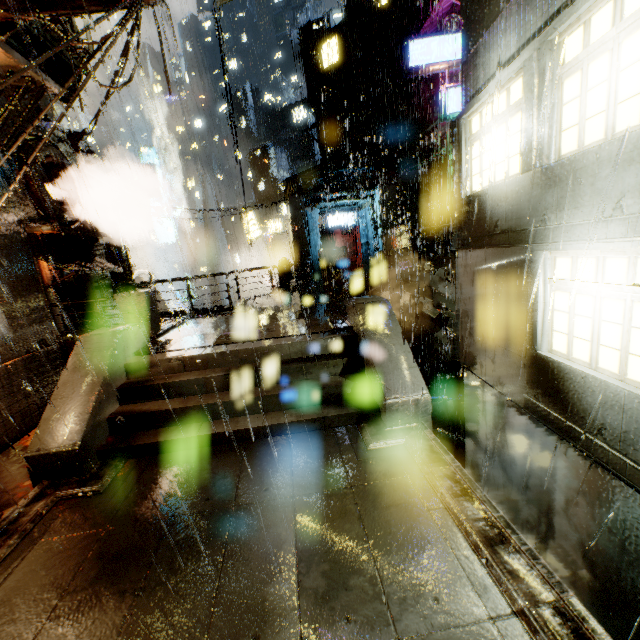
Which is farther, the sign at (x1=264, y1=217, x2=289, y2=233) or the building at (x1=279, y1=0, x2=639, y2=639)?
the sign at (x1=264, y1=217, x2=289, y2=233)

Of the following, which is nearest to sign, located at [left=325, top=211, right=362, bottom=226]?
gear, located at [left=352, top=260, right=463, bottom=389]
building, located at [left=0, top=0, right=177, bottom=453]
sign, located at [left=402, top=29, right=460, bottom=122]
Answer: building, located at [left=0, top=0, right=177, bottom=453]

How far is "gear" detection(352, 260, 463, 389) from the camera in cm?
1114

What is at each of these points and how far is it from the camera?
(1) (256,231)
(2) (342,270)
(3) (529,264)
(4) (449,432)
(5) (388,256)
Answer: (1) sign, 27.2 meters
(2) support beam, 13.6 meters
(3) building, 5.6 meters
(4) gear, 12.3 meters
(5) structural stair, 14.8 meters

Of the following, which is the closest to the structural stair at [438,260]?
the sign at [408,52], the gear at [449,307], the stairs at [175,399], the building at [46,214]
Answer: the building at [46,214]

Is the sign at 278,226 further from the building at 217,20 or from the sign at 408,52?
the sign at 408,52

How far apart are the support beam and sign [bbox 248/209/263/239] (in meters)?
14.28

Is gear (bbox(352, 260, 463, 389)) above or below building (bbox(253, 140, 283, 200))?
below
